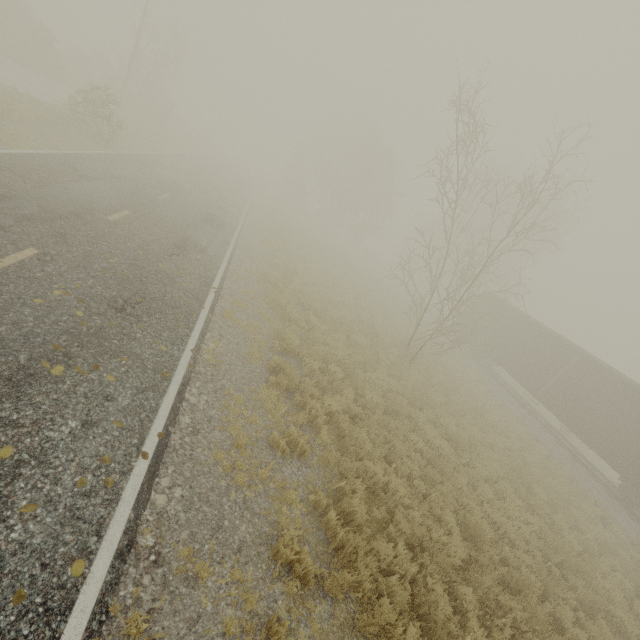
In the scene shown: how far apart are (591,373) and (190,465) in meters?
21.1
